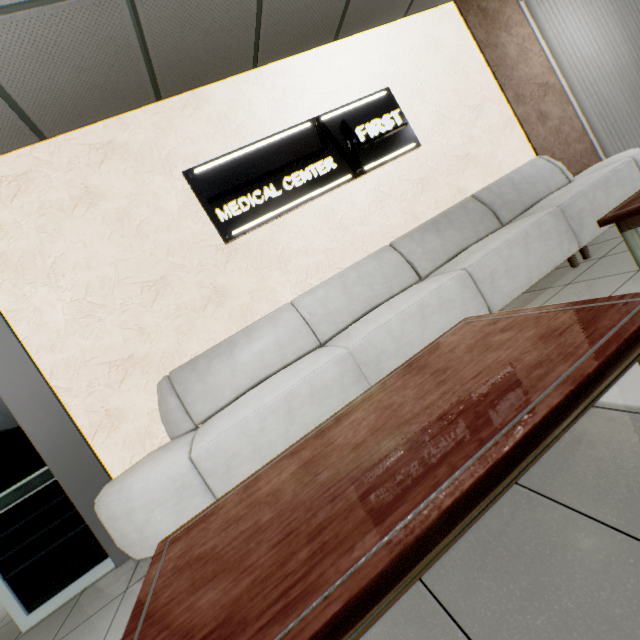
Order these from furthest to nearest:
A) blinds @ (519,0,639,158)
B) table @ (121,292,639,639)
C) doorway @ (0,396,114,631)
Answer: blinds @ (519,0,639,158), doorway @ (0,396,114,631), table @ (121,292,639,639)

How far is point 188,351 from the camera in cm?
282

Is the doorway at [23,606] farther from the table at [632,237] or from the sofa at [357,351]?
the table at [632,237]

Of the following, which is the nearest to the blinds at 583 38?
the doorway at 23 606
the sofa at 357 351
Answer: the sofa at 357 351

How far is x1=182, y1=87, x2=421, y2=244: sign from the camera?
3.0m

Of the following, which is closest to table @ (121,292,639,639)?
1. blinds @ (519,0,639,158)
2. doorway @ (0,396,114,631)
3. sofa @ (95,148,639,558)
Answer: sofa @ (95,148,639,558)

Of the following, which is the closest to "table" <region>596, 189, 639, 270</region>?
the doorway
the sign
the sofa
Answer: the sofa

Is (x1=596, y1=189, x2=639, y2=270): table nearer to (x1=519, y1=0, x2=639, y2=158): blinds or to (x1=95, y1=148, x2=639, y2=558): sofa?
(x1=95, y1=148, x2=639, y2=558): sofa
